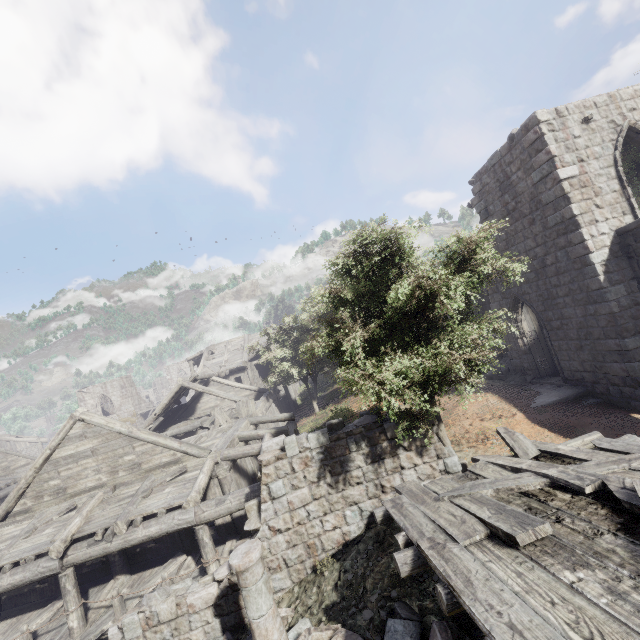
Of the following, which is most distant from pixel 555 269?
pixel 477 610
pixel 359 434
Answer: pixel 477 610

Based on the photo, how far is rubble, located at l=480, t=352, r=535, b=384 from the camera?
15.1 meters

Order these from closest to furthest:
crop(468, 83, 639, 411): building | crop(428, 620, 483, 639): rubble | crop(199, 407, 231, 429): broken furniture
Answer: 1. crop(428, 620, 483, 639): rubble
2. crop(468, 83, 639, 411): building
3. crop(199, 407, 231, 429): broken furniture

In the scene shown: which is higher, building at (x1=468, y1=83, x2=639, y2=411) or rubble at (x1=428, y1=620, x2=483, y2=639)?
building at (x1=468, y1=83, x2=639, y2=411)

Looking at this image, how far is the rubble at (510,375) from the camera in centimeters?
1512cm

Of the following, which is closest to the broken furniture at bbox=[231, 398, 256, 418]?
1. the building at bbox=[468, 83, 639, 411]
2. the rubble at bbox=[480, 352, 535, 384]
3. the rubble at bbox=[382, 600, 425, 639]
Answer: the building at bbox=[468, 83, 639, 411]

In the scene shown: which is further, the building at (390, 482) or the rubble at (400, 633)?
the building at (390, 482)

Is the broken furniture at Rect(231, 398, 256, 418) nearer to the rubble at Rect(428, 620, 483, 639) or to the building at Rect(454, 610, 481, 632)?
the building at Rect(454, 610, 481, 632)
